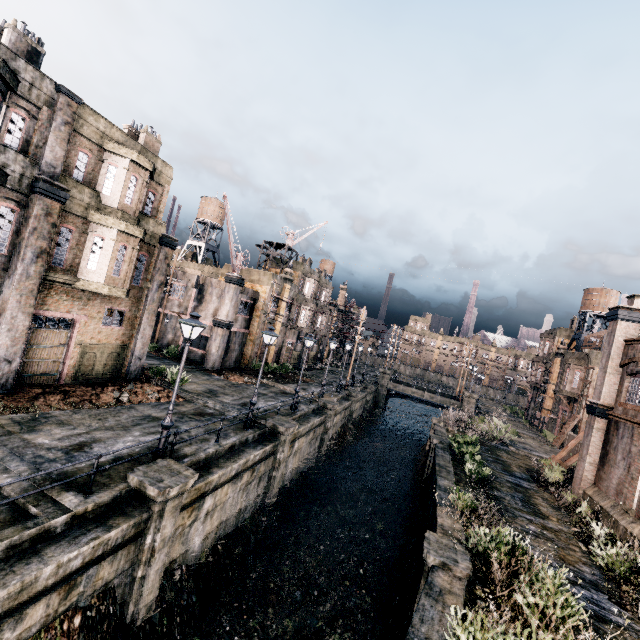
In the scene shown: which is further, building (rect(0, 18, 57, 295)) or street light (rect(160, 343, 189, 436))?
building (rect(0, 18, 57, 295))

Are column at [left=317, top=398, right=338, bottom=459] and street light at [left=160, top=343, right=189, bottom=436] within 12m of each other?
no

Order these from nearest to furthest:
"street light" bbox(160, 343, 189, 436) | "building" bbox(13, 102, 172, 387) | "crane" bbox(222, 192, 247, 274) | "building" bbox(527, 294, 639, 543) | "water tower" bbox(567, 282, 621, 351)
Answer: "street light" bbox(160, 343, 189, 436) → "building" bbox(13, 102, 172, 387) → "building" bbox(527, 294, 639, 543) → "crane" bbox(222, 192, 247, 274) → "water tower" bbox(567, 282, 621, 351)

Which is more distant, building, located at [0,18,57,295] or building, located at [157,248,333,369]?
building, located at [157,248,333,369]

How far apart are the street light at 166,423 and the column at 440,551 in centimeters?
998cm

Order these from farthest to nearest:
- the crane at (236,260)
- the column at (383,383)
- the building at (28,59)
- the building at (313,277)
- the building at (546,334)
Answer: the column at (383,383) < the building at (313,277) < the crane at (236,260) < the building at (546,334) < the building at (28,59)

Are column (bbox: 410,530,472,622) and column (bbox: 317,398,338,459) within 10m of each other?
no

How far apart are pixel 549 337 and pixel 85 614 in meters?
64.0
